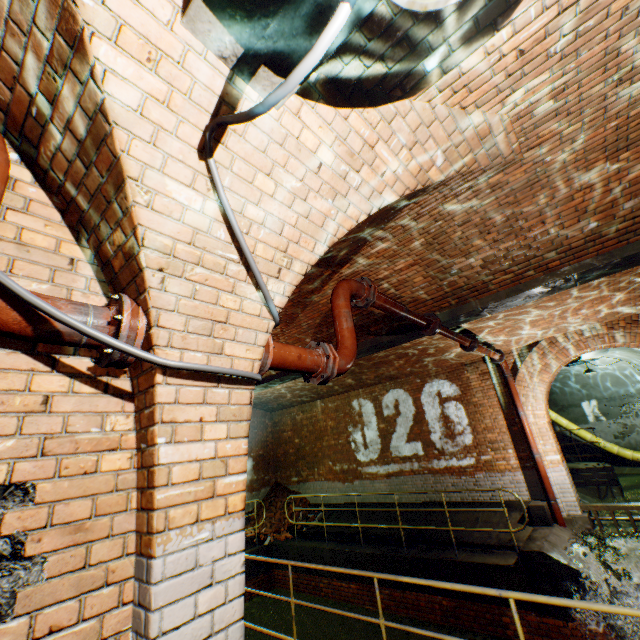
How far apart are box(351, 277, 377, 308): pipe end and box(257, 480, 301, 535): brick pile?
10.6m

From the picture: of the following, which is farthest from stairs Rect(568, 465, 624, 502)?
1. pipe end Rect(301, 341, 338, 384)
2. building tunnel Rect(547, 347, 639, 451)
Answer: pipe end Rect(301, 341, 338, 384)

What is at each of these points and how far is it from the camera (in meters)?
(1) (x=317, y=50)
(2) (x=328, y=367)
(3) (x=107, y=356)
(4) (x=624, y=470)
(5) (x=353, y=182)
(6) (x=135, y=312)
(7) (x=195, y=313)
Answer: (1) wire, 1.14
(2) pipe end, 2.69
(3) pipe end, 1.59
(4) building tunnel, 13.57
(5) support arch, 2.34
(6) pipe end, 1.61
(7) support arch, 1.76

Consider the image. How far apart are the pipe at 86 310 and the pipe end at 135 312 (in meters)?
0.02

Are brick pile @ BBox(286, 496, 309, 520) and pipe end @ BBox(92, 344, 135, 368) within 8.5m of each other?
no

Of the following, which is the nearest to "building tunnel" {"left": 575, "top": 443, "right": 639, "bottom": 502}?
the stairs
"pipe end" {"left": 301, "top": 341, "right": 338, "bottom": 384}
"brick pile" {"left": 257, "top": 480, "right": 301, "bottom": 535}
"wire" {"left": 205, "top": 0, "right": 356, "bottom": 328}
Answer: the stairs

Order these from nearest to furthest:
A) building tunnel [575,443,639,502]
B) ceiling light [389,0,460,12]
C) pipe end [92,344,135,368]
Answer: ceiling light [389,0,460,12] → pipe end [92,344,135,368] → building tunnel [575,443,639,502]

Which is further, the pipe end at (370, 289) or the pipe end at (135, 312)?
the pipe end at (370, 289)
